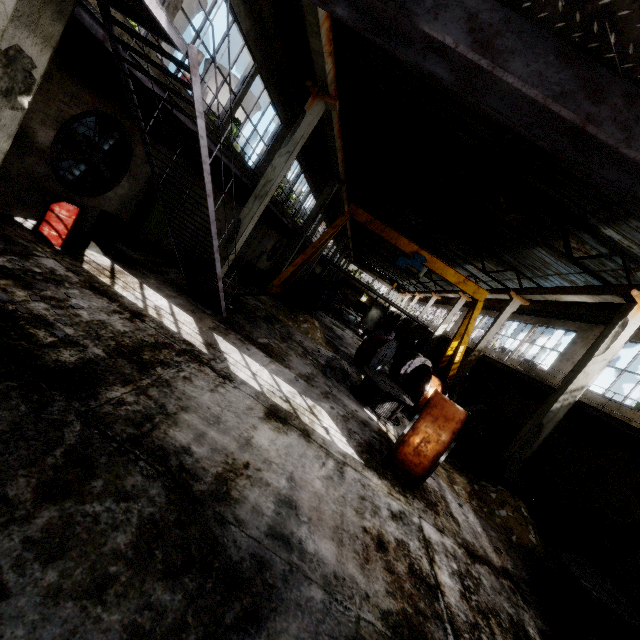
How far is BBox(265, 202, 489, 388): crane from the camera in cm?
Result: 1777

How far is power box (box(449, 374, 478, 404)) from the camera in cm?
2223

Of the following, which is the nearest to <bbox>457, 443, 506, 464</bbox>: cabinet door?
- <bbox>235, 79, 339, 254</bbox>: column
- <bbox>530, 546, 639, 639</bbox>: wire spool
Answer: <bbox>530, 546, 639, 639</bbox>: wire spool

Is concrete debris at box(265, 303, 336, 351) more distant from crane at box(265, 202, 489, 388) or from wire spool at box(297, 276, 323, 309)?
wire spool at box(297, 276, 323, 309)

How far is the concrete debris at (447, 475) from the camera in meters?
7.8 m

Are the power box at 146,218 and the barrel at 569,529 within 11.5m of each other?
no

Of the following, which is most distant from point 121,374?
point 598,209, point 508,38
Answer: point 598,209

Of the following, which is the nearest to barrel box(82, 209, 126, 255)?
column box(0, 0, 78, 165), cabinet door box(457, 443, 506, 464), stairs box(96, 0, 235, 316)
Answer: stairs box(96, 0, 235, 316)
